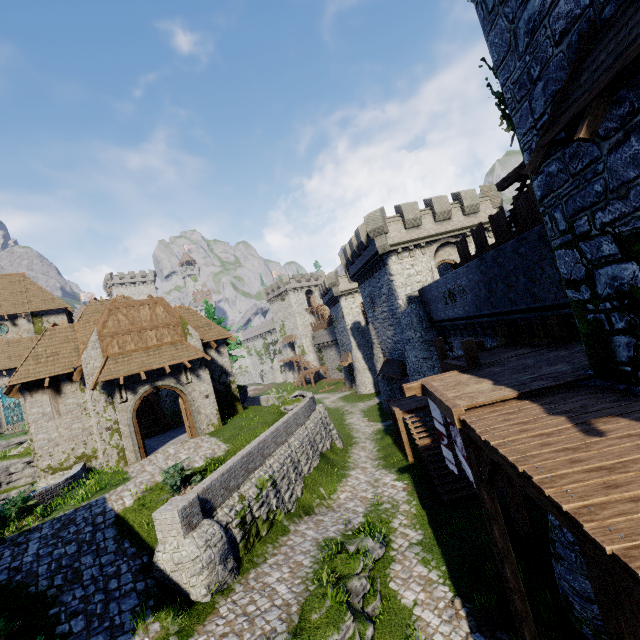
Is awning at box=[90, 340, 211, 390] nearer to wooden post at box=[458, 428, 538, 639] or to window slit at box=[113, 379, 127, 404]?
window slit at box=[113, 379, 127, 404]

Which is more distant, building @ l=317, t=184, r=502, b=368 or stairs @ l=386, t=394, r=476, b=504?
building @ l=317, t=184, r=502, b=368

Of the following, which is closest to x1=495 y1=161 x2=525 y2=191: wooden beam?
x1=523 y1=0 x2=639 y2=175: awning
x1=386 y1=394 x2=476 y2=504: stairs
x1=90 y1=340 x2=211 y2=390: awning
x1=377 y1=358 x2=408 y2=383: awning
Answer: x1=523 y1=0 x2=639 y2=175: awning

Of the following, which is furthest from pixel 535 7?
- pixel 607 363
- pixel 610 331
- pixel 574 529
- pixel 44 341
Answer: pixel 44 341

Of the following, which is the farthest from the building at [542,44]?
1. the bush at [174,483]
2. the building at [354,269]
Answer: the building at [354,269]

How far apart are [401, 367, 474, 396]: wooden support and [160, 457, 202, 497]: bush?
8.3 meters

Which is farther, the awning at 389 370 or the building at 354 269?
the awning at 389 370

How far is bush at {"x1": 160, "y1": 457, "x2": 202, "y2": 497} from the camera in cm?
1221
